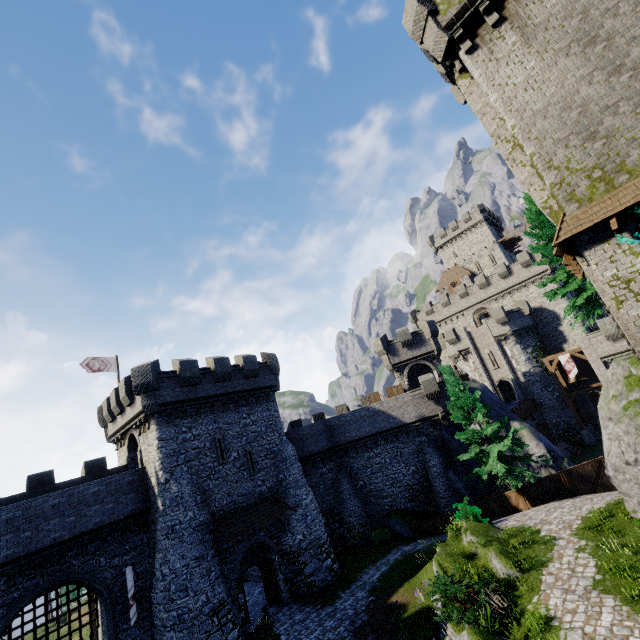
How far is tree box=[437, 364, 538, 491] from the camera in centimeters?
2114cm

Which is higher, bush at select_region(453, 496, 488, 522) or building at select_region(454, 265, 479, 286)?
building at select_region(454, 265, 479, 286)

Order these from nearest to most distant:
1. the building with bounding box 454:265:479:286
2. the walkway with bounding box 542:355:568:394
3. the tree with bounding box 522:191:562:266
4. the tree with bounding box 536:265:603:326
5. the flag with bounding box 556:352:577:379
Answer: the tree with bounding box 536:265:603:326, the tree with bounding box 522:191:562:266, the flag with bounding box 556:352:577:379, the walkway with bounding box 542:355:568:394, the building with bounding box 454:265:479:286

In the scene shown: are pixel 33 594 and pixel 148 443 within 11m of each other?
yes

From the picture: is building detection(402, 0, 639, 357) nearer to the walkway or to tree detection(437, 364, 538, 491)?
tree detection(437, 364, 538, 491)

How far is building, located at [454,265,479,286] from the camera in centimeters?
5838cm

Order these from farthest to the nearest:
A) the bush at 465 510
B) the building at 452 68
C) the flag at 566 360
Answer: the flag at 566 360, the bush at 465 510, the building at 452 68

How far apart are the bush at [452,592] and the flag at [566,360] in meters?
32.1 m
